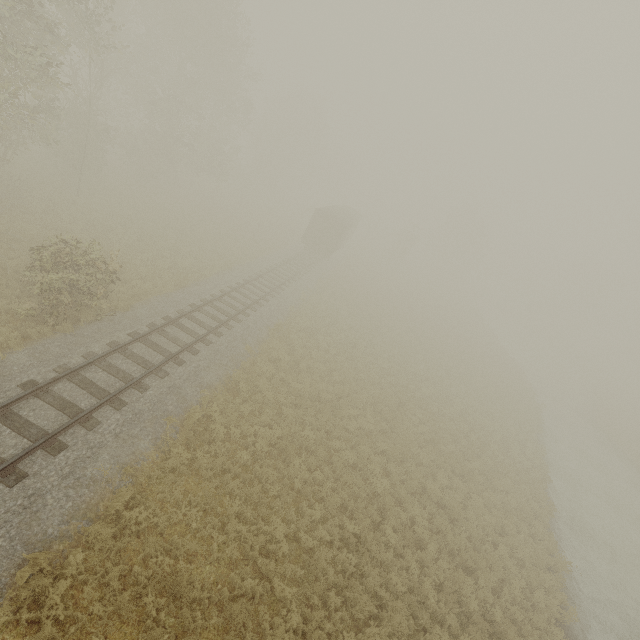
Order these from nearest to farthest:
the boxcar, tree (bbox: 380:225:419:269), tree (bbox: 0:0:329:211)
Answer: tree (bbox: 0:0:329:211) < the boxcar < tree (bbox: 380:225:419:269)

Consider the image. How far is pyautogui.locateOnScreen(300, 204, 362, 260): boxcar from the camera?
31.7m

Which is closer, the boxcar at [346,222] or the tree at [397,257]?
the boxcar at [346,222]

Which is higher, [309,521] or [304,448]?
[309,521]

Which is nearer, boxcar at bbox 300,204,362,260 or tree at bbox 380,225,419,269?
boxcar at bbox 300,204,362,260

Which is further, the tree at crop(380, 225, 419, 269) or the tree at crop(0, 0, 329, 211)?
the tree at crop(380, 225, 419, 269)

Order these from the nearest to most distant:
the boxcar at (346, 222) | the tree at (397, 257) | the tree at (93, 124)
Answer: the tree at (93, 124), the boxcar at (346, 222), the tree at (397, 257)
